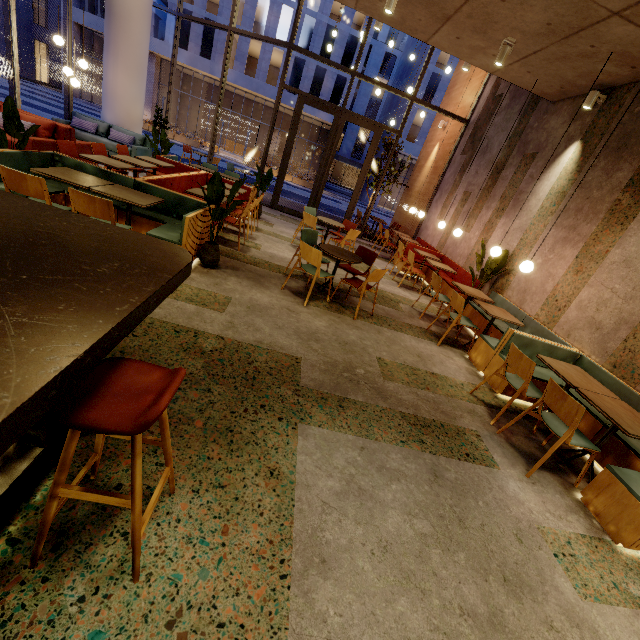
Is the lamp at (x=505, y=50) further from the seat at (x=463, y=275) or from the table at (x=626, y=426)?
the table at (x=626, y=426)

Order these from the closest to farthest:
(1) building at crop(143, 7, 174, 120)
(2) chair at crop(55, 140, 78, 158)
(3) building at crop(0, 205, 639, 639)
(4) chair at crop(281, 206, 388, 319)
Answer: (3) building at crop(0, 205, 639, 639) → (4) chair at crop(281, 206, 388, 319) → (2) chair at crop(55, 140, 78, 158) → (1) building at crop(143, 7, 174, 120)

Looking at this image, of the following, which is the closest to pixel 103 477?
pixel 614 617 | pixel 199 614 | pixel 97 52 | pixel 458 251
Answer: pixel 199 614

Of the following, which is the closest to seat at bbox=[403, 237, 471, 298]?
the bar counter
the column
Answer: the bar counter

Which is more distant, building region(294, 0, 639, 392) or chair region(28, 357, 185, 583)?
building region(294, 0, 639, 392)

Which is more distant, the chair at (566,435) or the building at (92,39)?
the building at (92,39)

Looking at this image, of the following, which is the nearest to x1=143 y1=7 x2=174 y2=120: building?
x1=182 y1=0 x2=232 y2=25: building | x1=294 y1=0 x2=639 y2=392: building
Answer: x1=182 y1=0 x2=232 y2=25: building

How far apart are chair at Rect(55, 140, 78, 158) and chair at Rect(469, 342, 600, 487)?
7.26m
